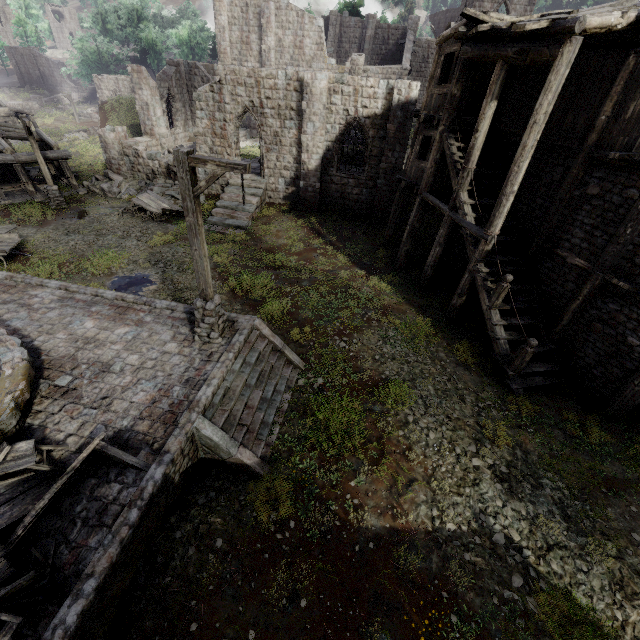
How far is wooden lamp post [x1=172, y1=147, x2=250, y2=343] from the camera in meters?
6.4 m

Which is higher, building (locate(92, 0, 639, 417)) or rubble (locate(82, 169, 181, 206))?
building (locate(92, 0, 639, 417))

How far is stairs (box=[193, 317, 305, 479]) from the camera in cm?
729

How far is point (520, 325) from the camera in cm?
1011

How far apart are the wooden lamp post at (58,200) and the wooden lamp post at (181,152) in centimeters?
1636cm

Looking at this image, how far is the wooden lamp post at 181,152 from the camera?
6.4 meters

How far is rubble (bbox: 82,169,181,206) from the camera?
21.8m

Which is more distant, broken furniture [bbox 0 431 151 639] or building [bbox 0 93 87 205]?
building [bbox 0 93 87 205]
